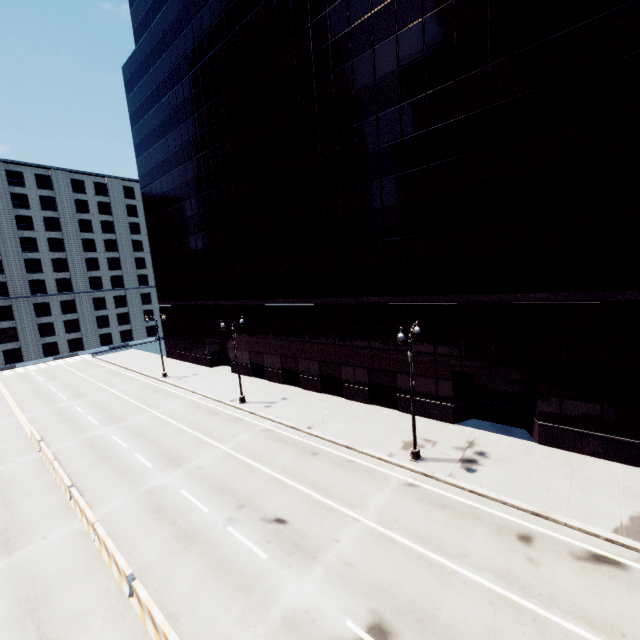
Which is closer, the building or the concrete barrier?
the concrete barrier

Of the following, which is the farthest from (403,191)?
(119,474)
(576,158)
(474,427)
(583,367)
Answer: (474,427)

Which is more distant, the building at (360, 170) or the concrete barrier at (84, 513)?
the building at (360, 170)

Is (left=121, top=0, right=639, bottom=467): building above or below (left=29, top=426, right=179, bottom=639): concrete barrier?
above

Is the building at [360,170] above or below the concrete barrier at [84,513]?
above
